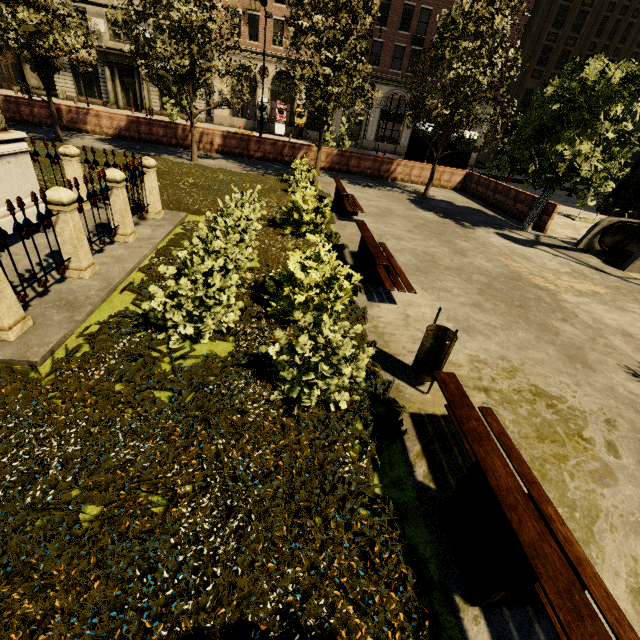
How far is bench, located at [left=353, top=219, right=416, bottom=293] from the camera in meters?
6.1

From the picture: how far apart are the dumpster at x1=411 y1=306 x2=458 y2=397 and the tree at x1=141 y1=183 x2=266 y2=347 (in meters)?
3.47

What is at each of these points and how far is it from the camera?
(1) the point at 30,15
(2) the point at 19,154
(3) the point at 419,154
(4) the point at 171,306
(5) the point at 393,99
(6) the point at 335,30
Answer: (1) tree, 10.9m
(2) obelisk, 5.8m
(3) atm, 19.7m
(4) tree, 4.1m
(5) building, 58.6m
(6) tree, 12.4m

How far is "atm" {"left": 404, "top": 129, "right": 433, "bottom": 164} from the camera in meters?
19.3 m

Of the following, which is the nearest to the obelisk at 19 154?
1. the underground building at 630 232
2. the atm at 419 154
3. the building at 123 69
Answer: the underground building at 630 232

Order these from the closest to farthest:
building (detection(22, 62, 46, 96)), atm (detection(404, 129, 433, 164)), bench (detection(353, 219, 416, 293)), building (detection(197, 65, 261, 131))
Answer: bench (detection(353, 219, 416, 293)) < atm (detection(404, 129, 433, 164)) < building (detection(22, 62, 46, 96)) < building (detection(197, 65, 261, 131))

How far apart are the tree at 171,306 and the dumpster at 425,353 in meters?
3.5 m

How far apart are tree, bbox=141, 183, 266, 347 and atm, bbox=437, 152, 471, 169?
19.96m
